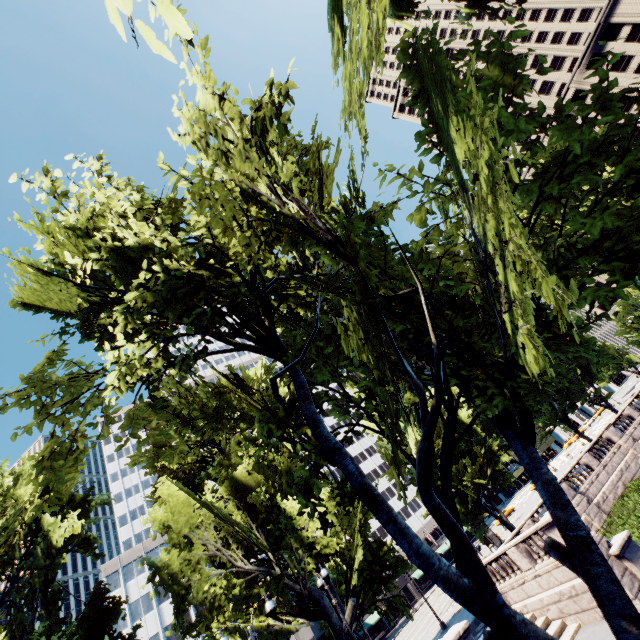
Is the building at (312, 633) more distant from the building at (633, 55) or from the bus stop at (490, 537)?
the building at (633, 55)

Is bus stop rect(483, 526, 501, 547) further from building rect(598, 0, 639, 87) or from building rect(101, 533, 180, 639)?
building rect(598, 0, 639, 87)

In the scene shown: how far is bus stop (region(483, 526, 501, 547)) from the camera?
39.35m

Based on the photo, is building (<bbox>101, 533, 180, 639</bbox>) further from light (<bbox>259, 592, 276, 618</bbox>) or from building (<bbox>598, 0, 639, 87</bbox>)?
building (<bbox>598, 0, 639, 87</bbox>)

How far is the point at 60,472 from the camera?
7.1 meters

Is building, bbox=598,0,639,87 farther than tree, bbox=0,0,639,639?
Yes

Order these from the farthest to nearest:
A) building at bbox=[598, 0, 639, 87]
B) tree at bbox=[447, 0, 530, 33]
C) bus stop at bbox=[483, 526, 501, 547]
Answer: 1. building at bbox=[598, 0, 639, 87]
2. bus stop at bbox=[483, 526, 501, 547]
3. tree at bbox=[447, 0, 530, 33]

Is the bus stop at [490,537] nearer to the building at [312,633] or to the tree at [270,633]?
the building at [312,633]
